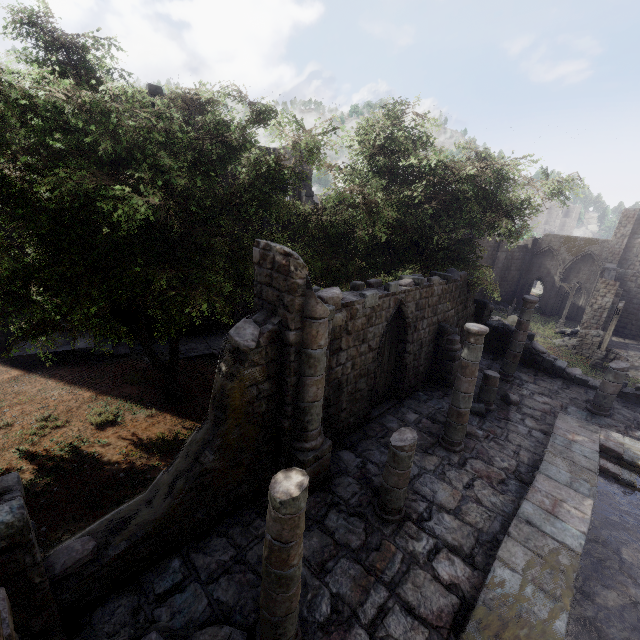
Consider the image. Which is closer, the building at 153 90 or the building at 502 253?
the building at 153 90

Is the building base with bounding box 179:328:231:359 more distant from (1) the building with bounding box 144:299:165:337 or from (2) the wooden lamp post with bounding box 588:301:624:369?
(2) the wooden lamp post with bounding box 588:301:624:369

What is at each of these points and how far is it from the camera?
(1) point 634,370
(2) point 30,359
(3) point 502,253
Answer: (1) rubble, 21.8m
(2) building, 14.4m
(3) building, 39.5m

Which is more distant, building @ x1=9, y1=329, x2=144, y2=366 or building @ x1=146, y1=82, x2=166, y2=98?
building @ x1=146, y1=82, x2=166, y2=98

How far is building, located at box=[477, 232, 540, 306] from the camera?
39.1m

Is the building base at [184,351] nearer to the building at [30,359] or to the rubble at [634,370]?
the building at [30,359]

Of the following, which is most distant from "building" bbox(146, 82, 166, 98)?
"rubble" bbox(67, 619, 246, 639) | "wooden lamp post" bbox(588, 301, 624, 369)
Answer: "wooden lamp post" bbox(588, 301, 624, 369)
